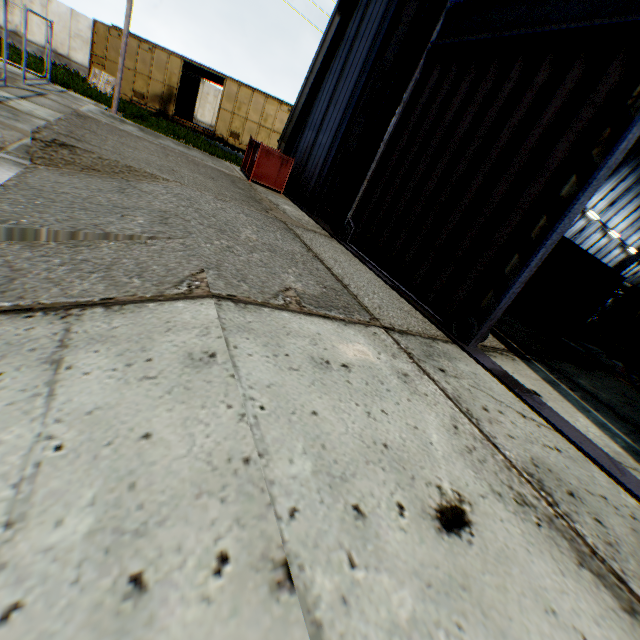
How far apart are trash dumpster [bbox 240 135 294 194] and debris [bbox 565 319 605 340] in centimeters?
1261cm

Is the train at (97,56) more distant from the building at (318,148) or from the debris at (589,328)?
the debris at (589,328)

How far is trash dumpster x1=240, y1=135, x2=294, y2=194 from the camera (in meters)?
10.27

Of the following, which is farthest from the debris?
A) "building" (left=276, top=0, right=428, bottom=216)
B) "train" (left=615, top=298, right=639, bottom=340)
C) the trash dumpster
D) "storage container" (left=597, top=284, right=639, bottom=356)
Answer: the trash dumpster

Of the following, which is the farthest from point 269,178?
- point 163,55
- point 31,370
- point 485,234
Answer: point 163,55

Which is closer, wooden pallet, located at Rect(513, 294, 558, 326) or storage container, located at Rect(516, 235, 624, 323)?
wooden pallet, located at Rect(513, 294, 558, 326)

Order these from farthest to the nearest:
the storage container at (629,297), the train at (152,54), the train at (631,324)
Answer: the train at (152,54)
the storage container at (629,297)
the train at (631,324)

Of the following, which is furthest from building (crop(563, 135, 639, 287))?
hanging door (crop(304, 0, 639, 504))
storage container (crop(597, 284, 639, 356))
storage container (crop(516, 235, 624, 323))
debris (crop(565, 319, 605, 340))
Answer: debris (crop(565, 319, 605, 340))
